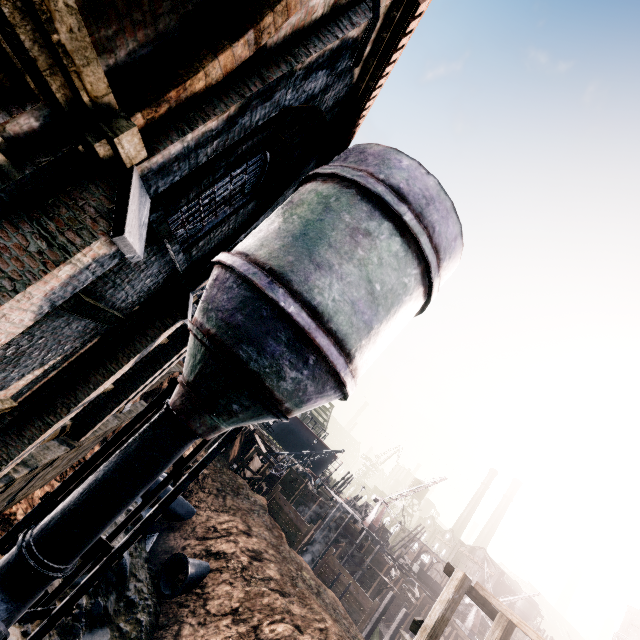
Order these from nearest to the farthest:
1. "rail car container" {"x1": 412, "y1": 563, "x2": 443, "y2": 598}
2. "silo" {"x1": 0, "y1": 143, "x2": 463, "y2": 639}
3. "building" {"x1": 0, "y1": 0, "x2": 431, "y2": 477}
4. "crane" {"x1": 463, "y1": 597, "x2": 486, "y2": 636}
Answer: "building" {"x1": 0, "y1": 0, "x2": 431, "y2": 477} < "silo" {"x1": 0, "y1": 143, "x2": 463, "y2": 639} < "crane" {"x1": 463, "y1": 597, "x2": 486, "y2": 636} < "rail car container" {"x1": 412, "y1": 563, "x2": 443, "y2": 598}

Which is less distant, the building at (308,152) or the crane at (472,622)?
the building at (308,152)

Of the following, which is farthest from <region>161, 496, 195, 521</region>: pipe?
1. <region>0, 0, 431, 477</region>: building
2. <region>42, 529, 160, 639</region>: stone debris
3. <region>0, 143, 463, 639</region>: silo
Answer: <region>0, 143, 463, 639</region>: silo

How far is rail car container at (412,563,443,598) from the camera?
55.8 meters

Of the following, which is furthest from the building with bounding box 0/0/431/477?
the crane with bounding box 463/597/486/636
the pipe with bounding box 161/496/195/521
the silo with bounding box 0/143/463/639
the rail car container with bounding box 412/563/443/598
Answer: the crane with bounding box 463/597/486/636

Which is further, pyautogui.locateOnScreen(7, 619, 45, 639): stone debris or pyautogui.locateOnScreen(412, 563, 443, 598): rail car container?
pyautogui.locateOnScreen(412, 563, 443, 598): rail car container

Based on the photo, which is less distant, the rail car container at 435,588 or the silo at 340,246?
the silo at 340,246

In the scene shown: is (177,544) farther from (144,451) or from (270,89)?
(270,89)
